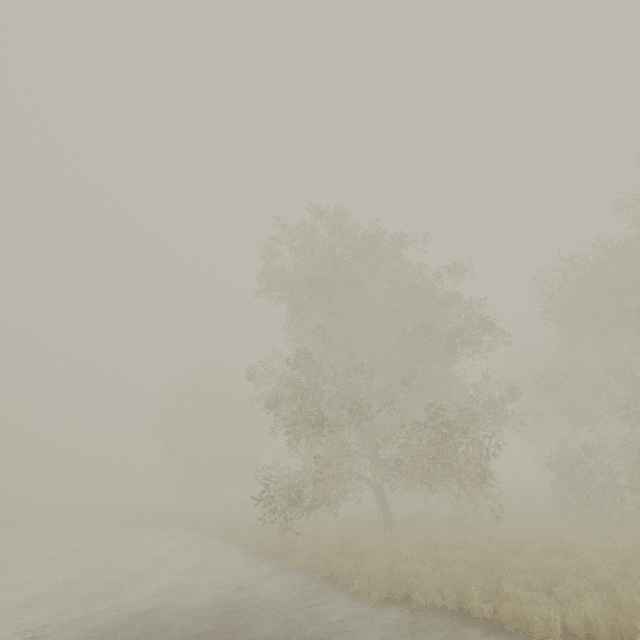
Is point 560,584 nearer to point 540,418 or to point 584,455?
A: point 540,418
